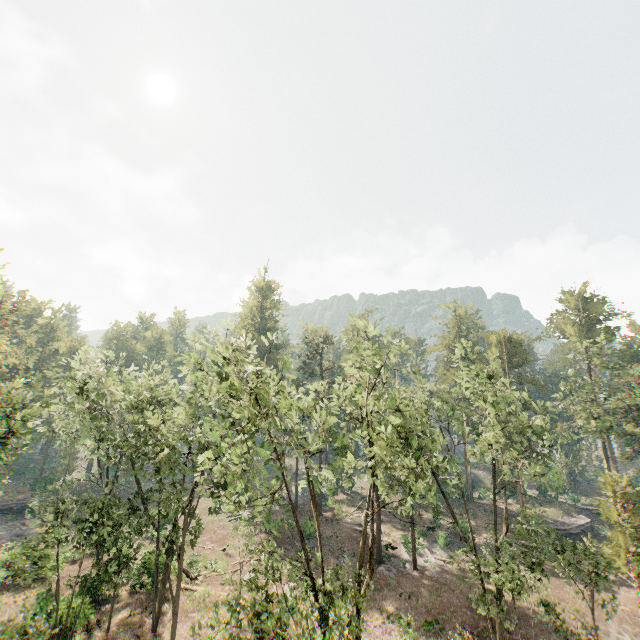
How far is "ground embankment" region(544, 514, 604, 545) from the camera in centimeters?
4056cm

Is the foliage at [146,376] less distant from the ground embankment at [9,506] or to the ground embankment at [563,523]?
the ground embankment at [9,506]

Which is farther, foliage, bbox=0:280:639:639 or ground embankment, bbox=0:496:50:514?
ground embankment, bbox=0:496:50:514

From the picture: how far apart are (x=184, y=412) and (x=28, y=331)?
37.3m

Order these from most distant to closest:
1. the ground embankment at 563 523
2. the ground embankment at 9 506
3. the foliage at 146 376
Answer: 1. the ground embankment at 9 506
2. the ground embankment at 563 523
3. the foliage at 146 376

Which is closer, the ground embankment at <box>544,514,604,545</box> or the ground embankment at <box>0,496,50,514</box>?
the ground embankment at <box>544,514,604,545</box>

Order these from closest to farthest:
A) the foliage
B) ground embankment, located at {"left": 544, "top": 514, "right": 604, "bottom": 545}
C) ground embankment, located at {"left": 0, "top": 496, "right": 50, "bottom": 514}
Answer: the foliage
ground embankment, located at {"left": 544, "top": 514, "right": 604, "bottom": 545}
ground embankment, located at {"left": 0, "top": 496, "right": 50, "bottom": 514}

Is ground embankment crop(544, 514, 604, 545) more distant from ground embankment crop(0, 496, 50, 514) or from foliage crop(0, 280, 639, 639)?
ground embankment crop(0, 496, 50, 514)
